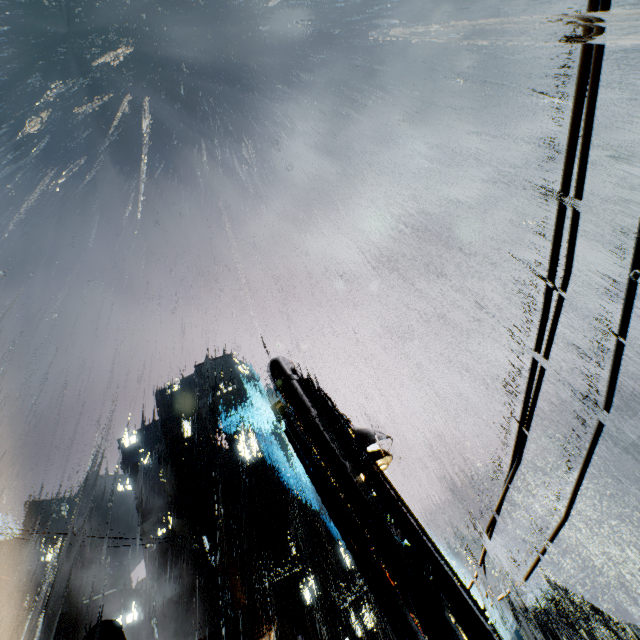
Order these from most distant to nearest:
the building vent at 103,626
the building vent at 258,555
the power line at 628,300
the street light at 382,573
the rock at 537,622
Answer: the rock at 537,622 < the building vent at 258,555 < the building vent at 103,626 < the street light at 382,573 < the power line at 628,300

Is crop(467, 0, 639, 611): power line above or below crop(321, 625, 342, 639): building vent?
below

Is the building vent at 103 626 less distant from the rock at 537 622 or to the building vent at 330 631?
the building vent at 330 631

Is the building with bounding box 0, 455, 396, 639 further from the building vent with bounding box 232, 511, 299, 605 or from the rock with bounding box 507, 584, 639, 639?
the rock with bounding box 507, 584, 639, 639

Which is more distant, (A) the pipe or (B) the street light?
(A) the pipe

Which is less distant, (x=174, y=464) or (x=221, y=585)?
(x=221, y=585)

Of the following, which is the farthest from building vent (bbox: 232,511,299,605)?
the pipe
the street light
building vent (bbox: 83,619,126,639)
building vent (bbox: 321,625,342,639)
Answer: the street light

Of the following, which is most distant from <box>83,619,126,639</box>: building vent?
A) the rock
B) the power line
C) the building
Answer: the rock
